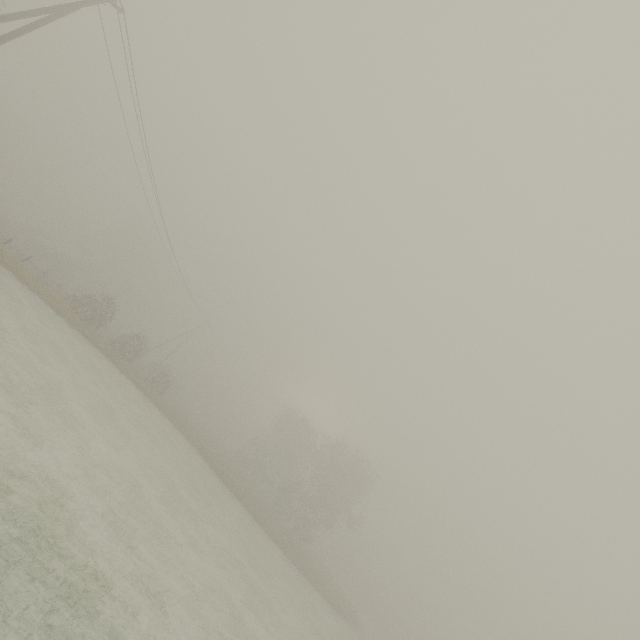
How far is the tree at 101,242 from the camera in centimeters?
5653cm

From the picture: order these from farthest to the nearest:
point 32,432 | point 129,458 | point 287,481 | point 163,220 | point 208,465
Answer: point 287,481, point 208,465, point 163,220, point 129,458, point 32,432

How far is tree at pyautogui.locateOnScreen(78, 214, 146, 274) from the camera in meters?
56.5 m

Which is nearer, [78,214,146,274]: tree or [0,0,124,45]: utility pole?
[0,0,124,45]: utility pole

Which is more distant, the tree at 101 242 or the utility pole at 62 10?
the tree at 101 242
